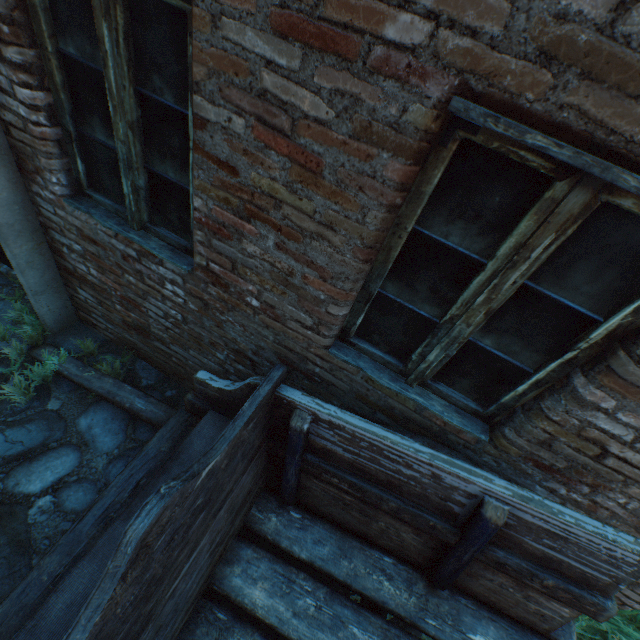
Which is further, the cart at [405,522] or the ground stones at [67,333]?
the ground stones at [67,333]

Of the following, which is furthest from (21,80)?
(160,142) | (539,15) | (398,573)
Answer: (398,573)

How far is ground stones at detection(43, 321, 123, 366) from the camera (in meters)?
2.97

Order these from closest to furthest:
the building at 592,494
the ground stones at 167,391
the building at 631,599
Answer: the building at 592,494 → the building at 631,599 → the ground stones at 167,391

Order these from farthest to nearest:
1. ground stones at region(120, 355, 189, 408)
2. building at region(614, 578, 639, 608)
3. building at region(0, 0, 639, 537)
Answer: ground stones at region(120, 355, 189, 408) < building at region(614, 578, 639, 608) < building at region(0, 0, 639, 537)

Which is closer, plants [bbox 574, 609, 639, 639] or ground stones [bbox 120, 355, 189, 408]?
plants [bbox 574, 609, 639, 639]

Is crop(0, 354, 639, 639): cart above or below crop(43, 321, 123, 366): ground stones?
above
